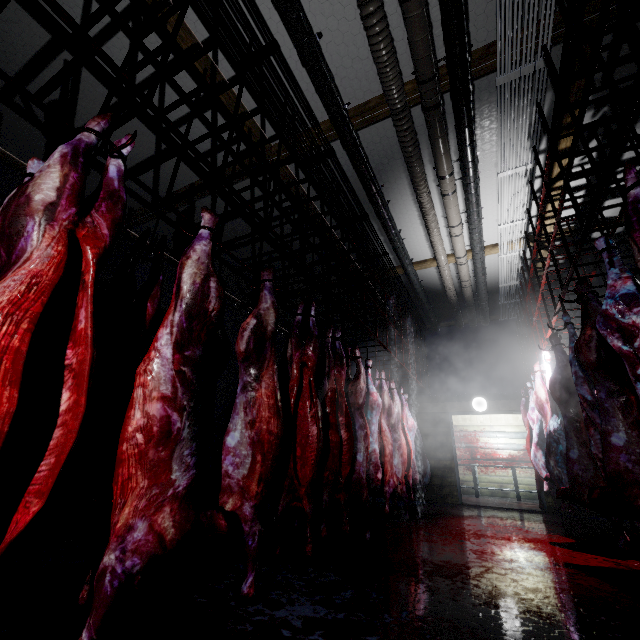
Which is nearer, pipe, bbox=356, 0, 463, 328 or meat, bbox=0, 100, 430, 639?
meat, bbox=0, 100, 430, 639

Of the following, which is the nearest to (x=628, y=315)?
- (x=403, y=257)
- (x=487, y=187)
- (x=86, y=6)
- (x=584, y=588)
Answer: (x=584, y=588)

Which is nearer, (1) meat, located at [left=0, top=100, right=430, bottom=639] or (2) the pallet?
(1) meat, located at [left=0, top=100, right=430, bottom=639]

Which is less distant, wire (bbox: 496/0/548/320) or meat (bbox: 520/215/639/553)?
meat (bbox: 520/215/639/553)

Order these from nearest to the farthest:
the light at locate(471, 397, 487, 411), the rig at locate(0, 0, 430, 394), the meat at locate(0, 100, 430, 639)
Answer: the meat at locate(0, 100, 430, 639)
the rig at locate(0, 0, 430, 394)
the light at locate(471, 397, 487, 411)

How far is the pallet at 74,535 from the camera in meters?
2.8

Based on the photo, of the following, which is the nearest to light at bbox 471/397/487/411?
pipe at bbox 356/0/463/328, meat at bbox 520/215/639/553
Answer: pipe at bbox 356/0/463/328

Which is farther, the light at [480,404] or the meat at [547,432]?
the light at [480,404]
